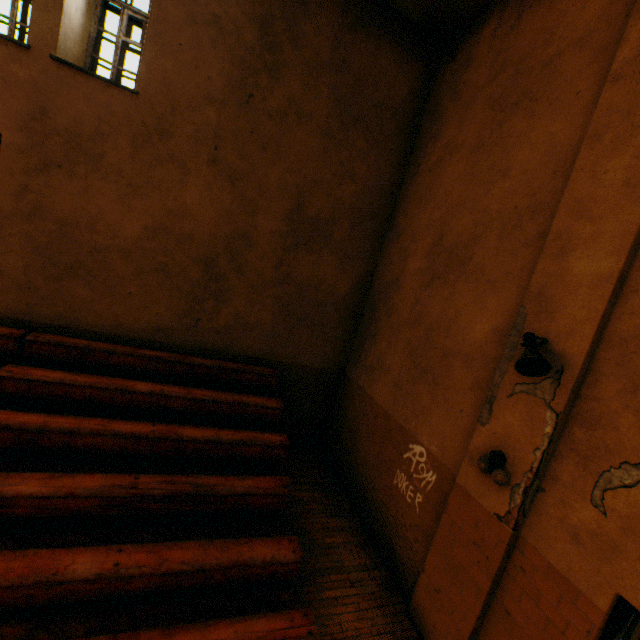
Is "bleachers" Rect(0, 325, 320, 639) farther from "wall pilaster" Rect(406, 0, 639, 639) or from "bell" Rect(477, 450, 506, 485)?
"bell" Rect(477, 450, 506, 485)

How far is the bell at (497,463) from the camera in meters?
3.4 m

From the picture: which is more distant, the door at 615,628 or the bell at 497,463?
the bell at 497,463

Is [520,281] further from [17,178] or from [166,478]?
[17,178]

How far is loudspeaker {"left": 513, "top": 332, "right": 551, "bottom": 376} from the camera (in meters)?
3.07

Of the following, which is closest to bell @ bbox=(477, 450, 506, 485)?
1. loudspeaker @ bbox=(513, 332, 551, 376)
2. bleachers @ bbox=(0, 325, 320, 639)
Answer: loudspeaker @ bbox=(513, 332, 551, 376)

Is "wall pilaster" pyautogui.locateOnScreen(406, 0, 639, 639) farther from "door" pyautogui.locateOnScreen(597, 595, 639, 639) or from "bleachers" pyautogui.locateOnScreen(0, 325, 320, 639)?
"bleachers" pyautogui.locateOnScreen(0, 325, 320, 639)

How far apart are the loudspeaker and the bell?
1.0m
